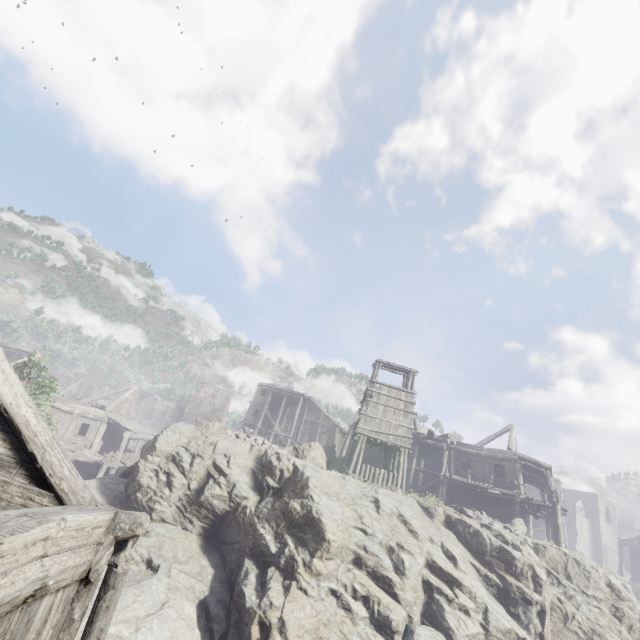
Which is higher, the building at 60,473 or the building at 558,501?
the building at 558,501

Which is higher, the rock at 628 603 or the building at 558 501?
the building at 558 501

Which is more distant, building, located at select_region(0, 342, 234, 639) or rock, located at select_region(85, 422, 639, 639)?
rock, located at select_region(85, 422, 639, 639)

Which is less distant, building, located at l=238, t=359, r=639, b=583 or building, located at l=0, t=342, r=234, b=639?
building, located at l=0, t=342, r=234, b=639

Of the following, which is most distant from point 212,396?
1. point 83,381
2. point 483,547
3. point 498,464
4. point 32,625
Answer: point 32,625

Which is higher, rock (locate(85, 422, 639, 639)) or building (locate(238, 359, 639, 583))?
building (locate(238, 359, 639, 583))

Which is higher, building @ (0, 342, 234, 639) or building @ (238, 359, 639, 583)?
building @ (238, 359, 639, 583)

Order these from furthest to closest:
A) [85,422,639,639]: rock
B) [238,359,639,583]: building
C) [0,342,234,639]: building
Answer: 1. [238,359,639,583]: building
2. [85,422,639,639]: rock
3. [0,342,234,639]: building
